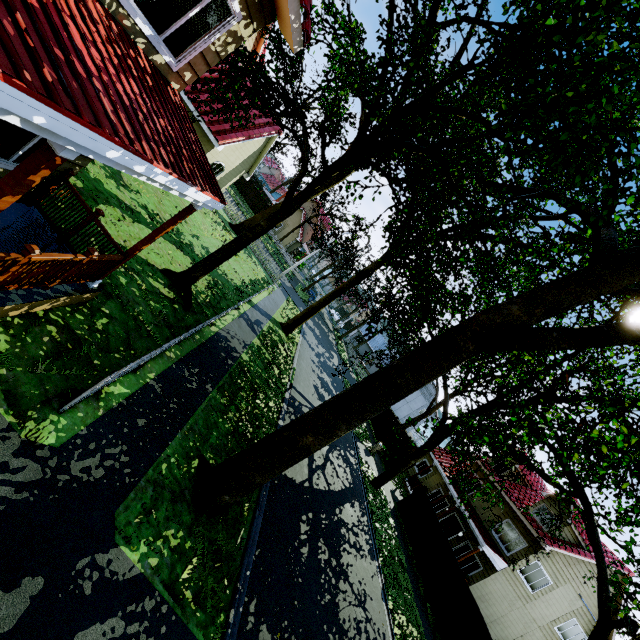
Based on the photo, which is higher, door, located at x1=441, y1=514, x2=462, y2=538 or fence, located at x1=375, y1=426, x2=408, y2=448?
door, located at x1=441, y1=514, x2=462, y2=538

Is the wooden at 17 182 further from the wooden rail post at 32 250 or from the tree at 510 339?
the tree at 510 339

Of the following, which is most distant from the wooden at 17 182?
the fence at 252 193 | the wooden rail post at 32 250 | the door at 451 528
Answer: the door at 451 528

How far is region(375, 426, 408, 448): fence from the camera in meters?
26.4

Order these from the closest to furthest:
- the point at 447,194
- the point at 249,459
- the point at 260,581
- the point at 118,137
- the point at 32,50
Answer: the point at 32,50 → the point at 118,137 → the point at 249,459 → the point at 260,581 → the point at 447,194

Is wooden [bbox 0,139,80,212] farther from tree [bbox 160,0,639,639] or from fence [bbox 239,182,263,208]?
tree [bbox 160,0,639,639]

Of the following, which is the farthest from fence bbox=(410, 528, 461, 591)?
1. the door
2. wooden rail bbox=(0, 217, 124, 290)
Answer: the door

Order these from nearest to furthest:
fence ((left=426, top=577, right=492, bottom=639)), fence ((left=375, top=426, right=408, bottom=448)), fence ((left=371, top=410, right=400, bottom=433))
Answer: fence ((left=426, top=577, right=492, bottom=639))
fence ((left=375, top=426, right=408, bottom=448))
fence ((left=371, top=410, right=400, bottom=433))
